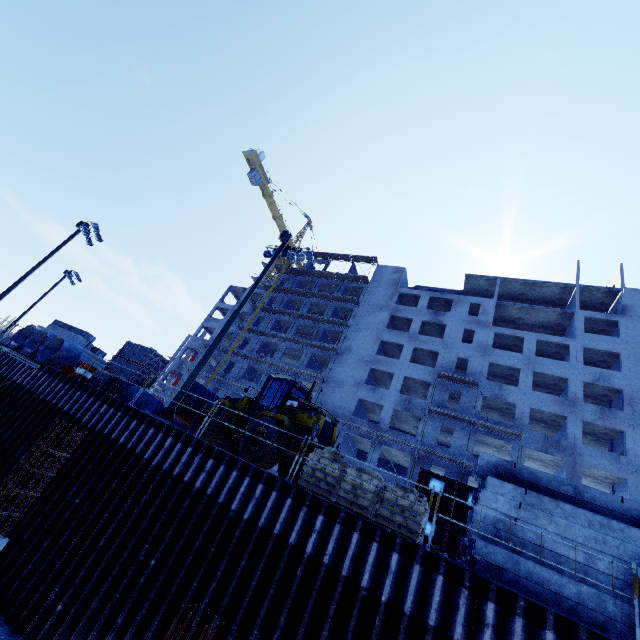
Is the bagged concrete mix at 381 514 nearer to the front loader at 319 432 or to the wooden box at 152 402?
the front loader at 319 432

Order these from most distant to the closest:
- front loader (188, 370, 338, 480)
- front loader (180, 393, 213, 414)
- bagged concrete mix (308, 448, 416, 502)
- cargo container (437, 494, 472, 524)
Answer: cargo container (437, 494, 472, 524), front loader (180, 393, 213, 414), front loader (188, 370, 338, 480), bagged concrete mix (308, 448, 416, 502)

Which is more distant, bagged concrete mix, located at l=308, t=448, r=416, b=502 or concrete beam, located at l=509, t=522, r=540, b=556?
bagged concrete mix, located at l=308, t=448, r=416, b=502

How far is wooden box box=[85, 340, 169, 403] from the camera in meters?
14.8

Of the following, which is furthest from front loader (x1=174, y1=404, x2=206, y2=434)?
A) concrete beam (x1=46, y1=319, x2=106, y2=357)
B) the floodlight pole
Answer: concrete beam (x1=46, y1=319, x2=106, y2=357)

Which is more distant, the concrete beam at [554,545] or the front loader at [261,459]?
the front loader at [261,459]

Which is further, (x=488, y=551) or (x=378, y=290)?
(x=378, y=290)

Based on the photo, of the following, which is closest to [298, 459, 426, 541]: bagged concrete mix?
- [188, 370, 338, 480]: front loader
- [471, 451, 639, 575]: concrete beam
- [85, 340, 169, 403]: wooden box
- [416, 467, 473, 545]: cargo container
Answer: [188, 370, 338, 480]: front loader
